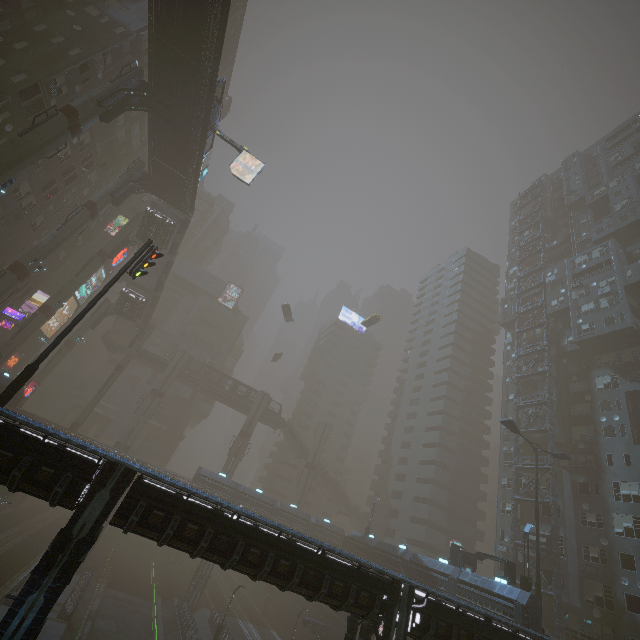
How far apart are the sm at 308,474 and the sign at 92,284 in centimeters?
4764cm

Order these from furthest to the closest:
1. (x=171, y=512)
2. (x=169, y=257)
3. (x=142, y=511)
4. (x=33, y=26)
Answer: (x=169, y=257)
(x=33, y=26)
(x=171, y=512)
(x=142, y=511)

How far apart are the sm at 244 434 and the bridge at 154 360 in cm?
1572

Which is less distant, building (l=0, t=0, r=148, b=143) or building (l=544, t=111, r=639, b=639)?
building (l=0, t=0, r=148, b=143)

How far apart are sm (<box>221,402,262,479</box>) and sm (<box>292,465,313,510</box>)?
10.4m

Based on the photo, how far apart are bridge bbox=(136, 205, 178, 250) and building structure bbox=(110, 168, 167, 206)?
3.6 meters

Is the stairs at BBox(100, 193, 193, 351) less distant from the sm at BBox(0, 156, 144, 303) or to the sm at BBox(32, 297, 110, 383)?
the sm at BBox(32, 297, 110, 383)

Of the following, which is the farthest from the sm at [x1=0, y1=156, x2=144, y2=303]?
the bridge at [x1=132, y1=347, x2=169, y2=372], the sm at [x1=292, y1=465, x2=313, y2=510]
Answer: the sm at [x1=292, y1=465, x2=313, y2=510]
